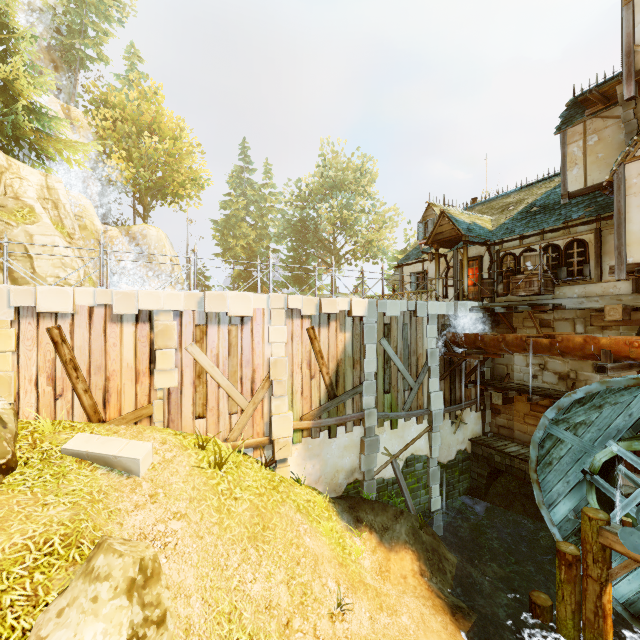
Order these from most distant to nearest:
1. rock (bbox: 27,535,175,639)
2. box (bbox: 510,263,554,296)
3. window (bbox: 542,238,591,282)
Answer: box (bbox: 510,263,554,296)
window (bbox: 542,238,591,282)
rock (bbox: 27,535,175,639)

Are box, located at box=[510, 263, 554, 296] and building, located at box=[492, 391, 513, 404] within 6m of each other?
yes

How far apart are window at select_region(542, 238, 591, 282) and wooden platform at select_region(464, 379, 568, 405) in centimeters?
404cm

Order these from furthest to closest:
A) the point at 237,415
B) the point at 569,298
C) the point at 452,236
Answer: the point at 452,236 → the point at 569,298 → the point at 237,415

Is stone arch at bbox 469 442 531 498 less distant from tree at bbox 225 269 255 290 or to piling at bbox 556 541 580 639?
piling at bbox 556 541 580 639

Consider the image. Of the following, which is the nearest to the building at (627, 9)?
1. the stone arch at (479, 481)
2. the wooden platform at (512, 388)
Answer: the wooden platform at (512, 388)

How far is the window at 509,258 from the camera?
13.4m

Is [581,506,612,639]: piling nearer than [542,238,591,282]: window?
Yes
